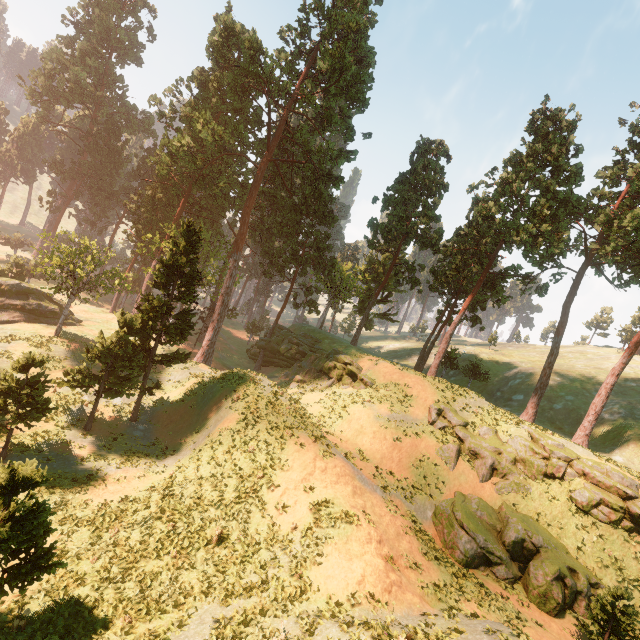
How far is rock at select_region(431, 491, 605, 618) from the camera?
16.78m

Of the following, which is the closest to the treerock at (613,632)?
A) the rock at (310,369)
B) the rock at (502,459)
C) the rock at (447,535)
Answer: the rock at (310,369)

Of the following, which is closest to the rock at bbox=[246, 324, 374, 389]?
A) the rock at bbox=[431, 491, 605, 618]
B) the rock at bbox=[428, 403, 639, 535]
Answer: the rock at bbox=[428, 403, 639, 535]

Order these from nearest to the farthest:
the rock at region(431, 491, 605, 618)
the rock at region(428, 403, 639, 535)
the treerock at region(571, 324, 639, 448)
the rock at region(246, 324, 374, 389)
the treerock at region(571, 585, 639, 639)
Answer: the treerock at region(571, 585, 639, 639) < the rock at region(431, 491, 605, 618) < the rock at region(428, 403, 639, 535) < the treerock at region(571, 324, 639, 448) < the rock at region(246, 324, 374, 389)

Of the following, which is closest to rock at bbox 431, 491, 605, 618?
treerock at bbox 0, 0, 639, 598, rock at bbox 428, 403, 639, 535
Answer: rock at bbox 428, 403, 639, 535

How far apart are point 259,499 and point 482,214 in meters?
31.0

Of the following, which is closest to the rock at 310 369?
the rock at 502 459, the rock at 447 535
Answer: the rock at 502 459

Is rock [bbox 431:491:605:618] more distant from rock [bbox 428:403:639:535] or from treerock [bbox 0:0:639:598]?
treerock [bbox 0:0:639:598]
